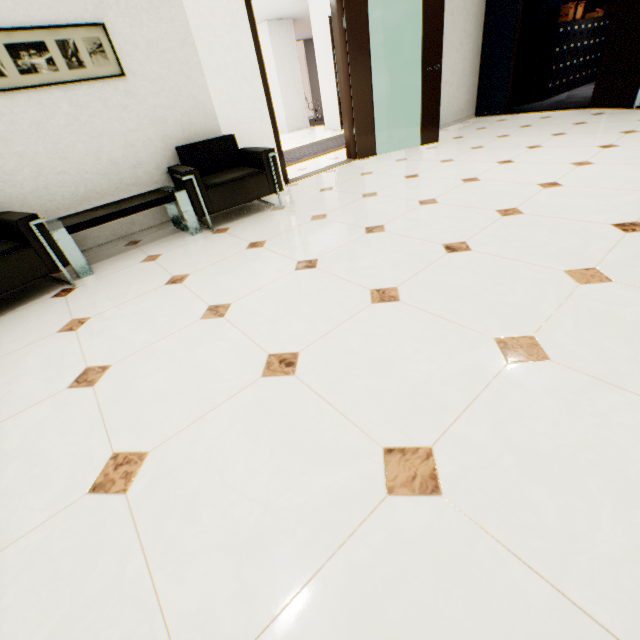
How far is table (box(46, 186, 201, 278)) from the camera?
2.8 meters

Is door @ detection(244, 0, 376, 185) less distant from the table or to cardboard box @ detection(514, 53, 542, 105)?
the table

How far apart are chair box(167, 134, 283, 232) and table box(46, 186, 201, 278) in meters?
0.1 m

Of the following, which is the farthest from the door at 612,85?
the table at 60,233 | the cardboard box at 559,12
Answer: the table at 60,233

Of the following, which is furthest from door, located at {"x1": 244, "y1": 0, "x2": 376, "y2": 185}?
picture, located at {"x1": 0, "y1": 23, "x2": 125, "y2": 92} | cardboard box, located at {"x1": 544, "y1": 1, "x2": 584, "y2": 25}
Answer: cardboard box, located at {"x1": 544, "y1": 1, "x2": 584, "y2": 25}

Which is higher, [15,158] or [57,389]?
[15,158]

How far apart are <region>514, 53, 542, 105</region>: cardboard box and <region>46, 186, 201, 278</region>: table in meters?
8.1 m

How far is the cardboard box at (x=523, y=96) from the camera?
6.91m
